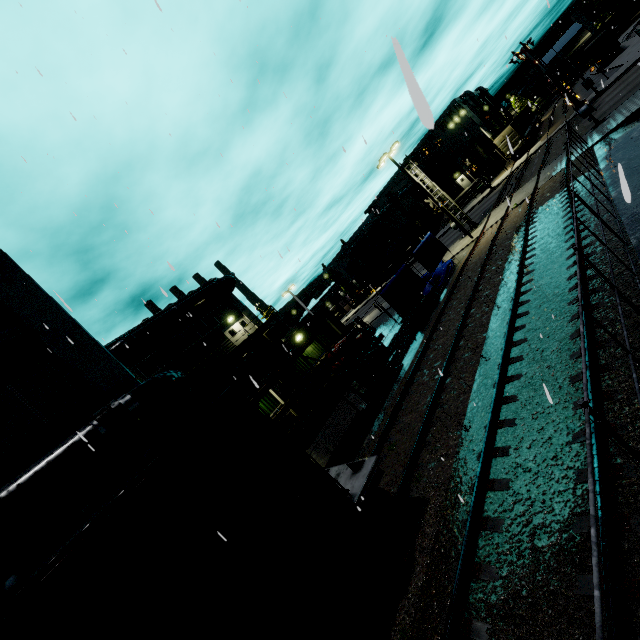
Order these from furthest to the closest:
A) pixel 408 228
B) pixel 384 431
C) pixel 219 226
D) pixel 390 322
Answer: pixel 408 228
pixel 390 322
pixel 384 431
pixel 219 226

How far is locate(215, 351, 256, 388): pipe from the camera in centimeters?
2541cm

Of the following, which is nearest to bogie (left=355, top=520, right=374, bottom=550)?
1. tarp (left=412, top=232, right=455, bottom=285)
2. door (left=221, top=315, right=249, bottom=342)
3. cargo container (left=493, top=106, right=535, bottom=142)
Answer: tarp (left=412, top=232, right=455, bottom=285)

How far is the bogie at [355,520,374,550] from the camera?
6.3m

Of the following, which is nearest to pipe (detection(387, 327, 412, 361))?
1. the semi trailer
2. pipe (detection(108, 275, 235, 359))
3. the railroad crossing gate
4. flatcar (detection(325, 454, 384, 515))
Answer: pipe (detection(108, 275, 235, 359))

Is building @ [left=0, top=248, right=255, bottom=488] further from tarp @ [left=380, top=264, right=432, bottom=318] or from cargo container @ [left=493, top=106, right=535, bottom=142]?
tarp @ [left=380, top=264, right=432, bottom=318]

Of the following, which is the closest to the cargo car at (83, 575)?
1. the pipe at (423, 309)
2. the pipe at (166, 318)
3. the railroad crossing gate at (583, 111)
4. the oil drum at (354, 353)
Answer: the pipe at (166, 318)

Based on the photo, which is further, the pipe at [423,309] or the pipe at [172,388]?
the pipe at [423,309]
